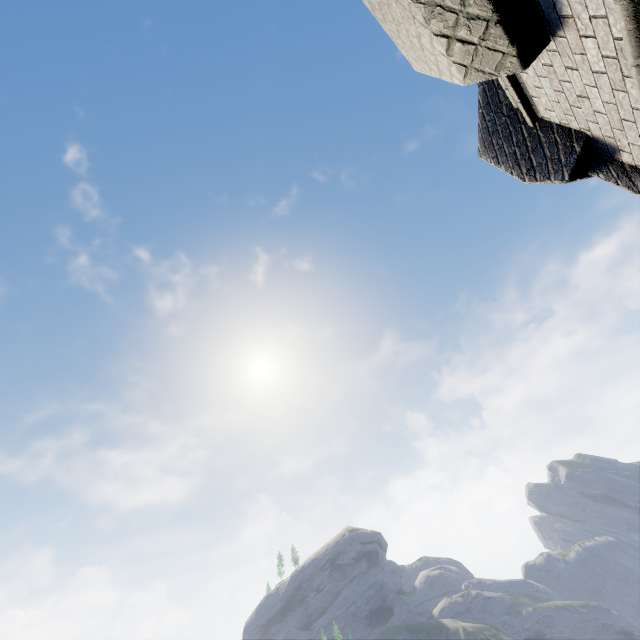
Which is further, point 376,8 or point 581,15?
point 376,8
